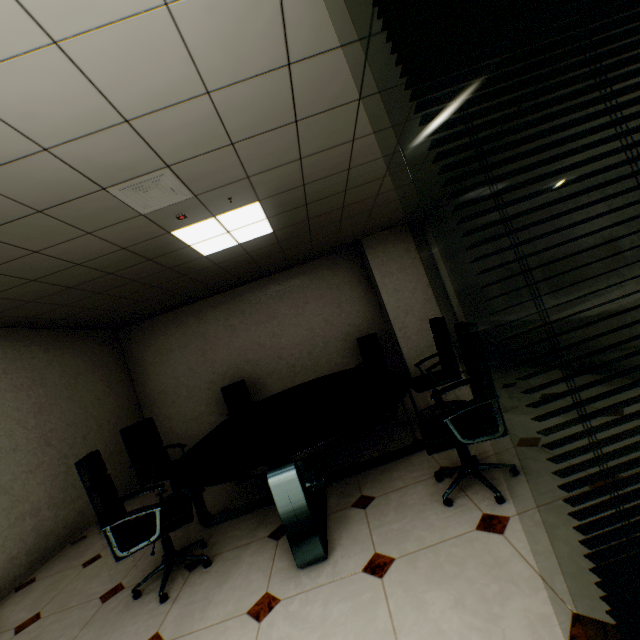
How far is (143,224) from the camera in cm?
303

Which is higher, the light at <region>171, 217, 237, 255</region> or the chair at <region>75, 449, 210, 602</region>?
the light at <region>171, 217, 237, 255</region>

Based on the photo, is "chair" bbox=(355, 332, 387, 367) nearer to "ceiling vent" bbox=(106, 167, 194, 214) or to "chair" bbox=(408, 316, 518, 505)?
"chair" bbox=(408, 316, 518, 505)

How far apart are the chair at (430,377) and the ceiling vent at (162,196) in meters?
2.5 m

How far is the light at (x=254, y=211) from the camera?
3.4 meters

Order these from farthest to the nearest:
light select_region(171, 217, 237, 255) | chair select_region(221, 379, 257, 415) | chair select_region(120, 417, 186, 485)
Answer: chair select_region(221, 379, 257, 415) → chair select_region(120, 417, 186, 485) → light select_region(171, 217, 237, 255)

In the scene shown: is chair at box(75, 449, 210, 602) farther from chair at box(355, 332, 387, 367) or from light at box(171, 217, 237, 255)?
chair at box(355, 332, 387, 367)

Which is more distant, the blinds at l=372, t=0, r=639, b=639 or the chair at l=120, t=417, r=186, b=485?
the chair at l=120, t=417, r=186, b=485
